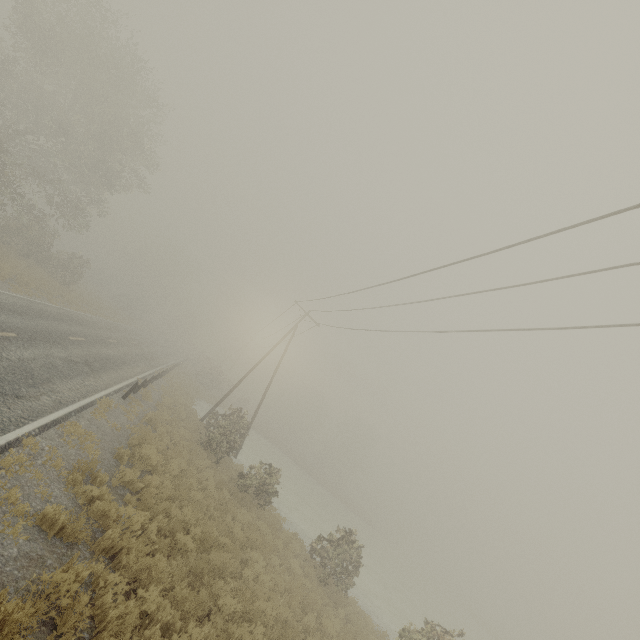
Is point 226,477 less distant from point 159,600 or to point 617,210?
point 159,600
